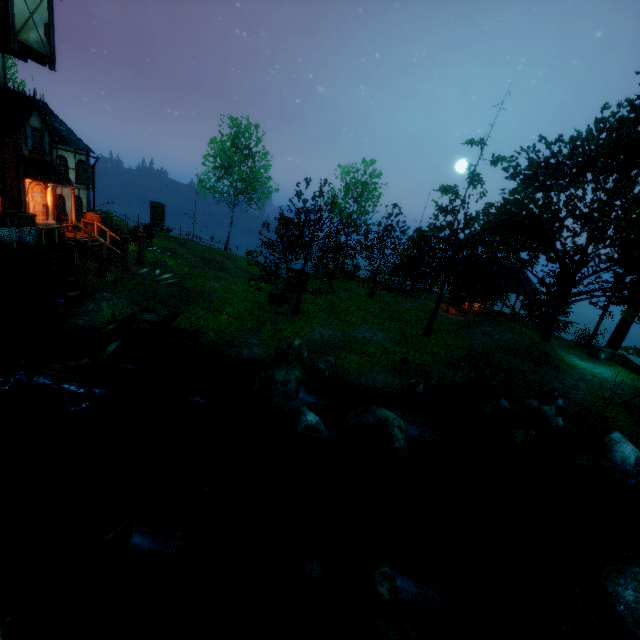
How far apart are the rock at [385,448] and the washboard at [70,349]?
8.7 meters

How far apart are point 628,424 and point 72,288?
27.6 meters

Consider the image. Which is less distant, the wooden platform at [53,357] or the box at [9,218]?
the wooden platform at [53,357]

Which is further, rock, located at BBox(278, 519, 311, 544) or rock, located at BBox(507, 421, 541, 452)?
rock, located at BBox(507, 421, 541, 452)

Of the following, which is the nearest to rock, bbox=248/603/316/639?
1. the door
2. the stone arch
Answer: the stone arch

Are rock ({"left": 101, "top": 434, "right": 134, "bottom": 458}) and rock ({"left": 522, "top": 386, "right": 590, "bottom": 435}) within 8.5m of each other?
no

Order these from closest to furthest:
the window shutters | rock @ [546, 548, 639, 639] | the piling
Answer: rock @ [546, 548, 639, 639] < the piling < the window shutters

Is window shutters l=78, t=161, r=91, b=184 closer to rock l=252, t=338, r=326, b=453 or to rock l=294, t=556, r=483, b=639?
rock l=252, t=338, r=326, b=453
